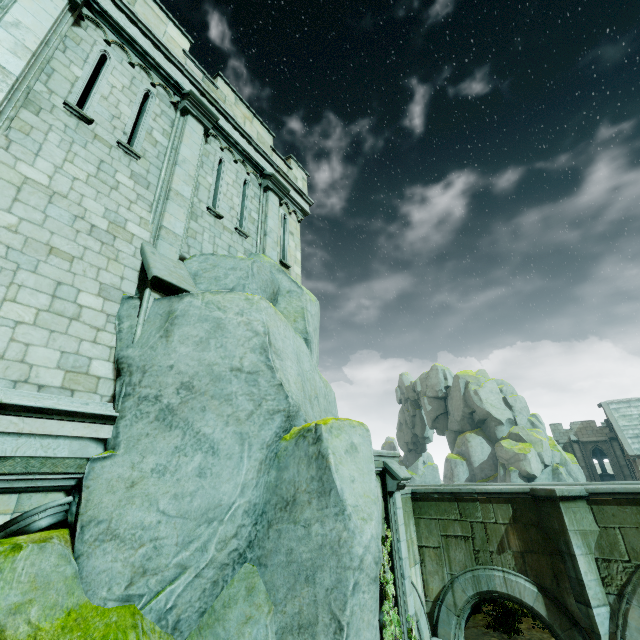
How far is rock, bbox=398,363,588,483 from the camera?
35.1 meters

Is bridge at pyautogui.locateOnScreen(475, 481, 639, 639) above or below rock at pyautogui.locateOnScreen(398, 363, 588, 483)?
below

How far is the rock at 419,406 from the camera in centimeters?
3512cm

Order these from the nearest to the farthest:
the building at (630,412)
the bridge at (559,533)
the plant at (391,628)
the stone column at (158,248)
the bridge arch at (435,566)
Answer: the plant at (391,628) → the stone column at (158,248) → the bridge at (559,533) → the bridge arch at (435,566) → the building at (630,412)

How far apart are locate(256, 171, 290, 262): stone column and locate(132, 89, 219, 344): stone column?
2.0m

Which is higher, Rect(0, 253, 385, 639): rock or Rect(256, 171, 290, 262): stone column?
Rect(256, 171, 290, 262): stone column

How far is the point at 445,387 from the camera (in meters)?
48.97

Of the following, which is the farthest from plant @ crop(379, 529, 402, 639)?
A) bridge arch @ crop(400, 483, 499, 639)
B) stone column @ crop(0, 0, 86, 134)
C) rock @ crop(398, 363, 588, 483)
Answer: rock @ crop(398, 363, 588, 483)
